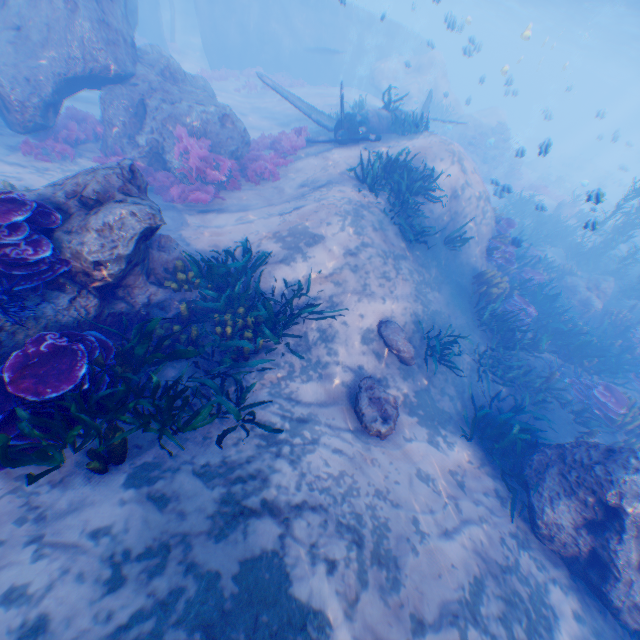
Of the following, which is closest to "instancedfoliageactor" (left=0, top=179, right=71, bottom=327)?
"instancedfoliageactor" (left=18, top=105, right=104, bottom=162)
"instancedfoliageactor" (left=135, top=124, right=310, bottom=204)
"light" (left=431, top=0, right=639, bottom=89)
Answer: "light" (left=431, top=0, right=639, bottom=89)

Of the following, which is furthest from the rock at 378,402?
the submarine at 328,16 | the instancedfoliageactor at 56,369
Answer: the instancedfoliageactor at 56,369

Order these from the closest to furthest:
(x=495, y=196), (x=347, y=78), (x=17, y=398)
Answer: (x=17, y=398) < (x=495, y=196) < (x=347, y=78)

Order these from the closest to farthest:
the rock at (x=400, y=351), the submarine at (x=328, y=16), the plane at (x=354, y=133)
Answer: the rock at (x=400, y=351)
the plane at (x=354, y=133)
the submarine at (x=328, y=16)

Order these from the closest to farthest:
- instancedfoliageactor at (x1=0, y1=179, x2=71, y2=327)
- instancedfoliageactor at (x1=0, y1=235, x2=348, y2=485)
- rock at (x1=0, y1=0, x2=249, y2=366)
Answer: instancedfoliageactor at (x1=0, y1=235, x2=348, y2=485), instancedfoliageactor at (x1=0, y1=179, x2=71, y2=327), rock at (x1=0, y1=0, x2=249, y2=366)

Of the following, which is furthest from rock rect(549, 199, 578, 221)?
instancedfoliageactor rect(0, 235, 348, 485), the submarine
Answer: instancedfoliageactor rect(0, 235, 348, 485)

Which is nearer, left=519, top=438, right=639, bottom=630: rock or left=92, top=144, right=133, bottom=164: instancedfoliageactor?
left=519, top=438, right=639, bottom=630: rock
